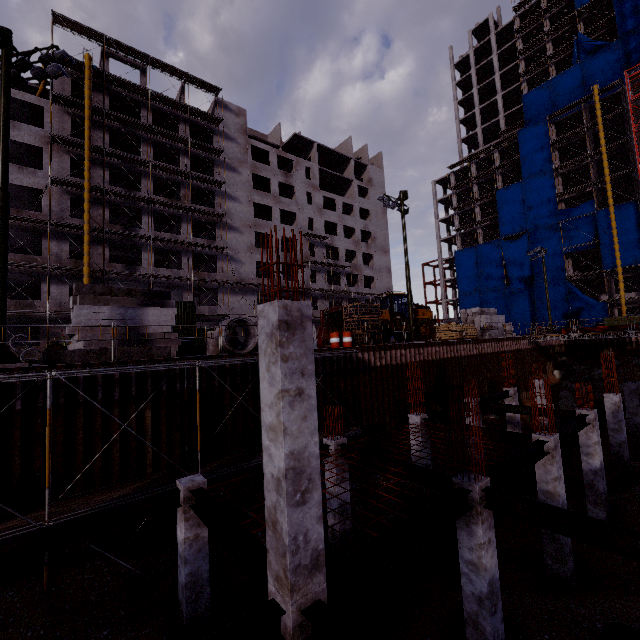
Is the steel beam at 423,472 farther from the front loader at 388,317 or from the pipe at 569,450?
the front loader at 388,317

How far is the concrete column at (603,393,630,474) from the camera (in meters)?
16.31

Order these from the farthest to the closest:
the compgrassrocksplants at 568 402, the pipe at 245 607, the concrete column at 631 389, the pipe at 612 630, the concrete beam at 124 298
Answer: the compgrassrocksplants at 568 402 < the concrete column at 631 389 < the concrete beam at 124 298 < the pipe at 245 607 < the pipe at 612 630

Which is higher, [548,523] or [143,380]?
[143,380]

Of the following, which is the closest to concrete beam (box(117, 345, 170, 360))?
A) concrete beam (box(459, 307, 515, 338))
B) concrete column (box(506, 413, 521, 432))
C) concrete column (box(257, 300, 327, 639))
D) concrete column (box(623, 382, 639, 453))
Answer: concrete column (box(257, 300, 327, 639))

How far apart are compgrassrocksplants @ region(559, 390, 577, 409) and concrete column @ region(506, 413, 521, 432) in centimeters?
1363cm

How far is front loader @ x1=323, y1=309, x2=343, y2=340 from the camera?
24.98m
